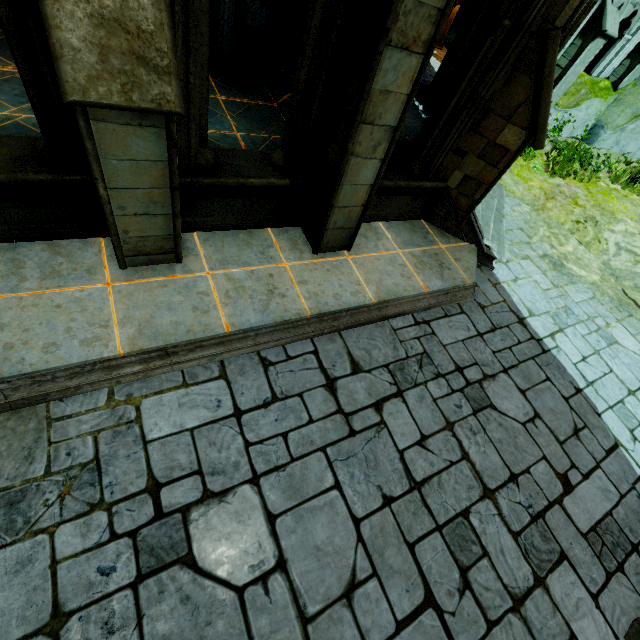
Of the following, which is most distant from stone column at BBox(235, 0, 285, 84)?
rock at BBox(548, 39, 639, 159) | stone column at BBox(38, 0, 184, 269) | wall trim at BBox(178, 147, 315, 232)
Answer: rock at BBox(548, 39, 639, 159)

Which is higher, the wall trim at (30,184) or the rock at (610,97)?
the rock at (610,97)

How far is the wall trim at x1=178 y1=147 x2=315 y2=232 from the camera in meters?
4.0 m

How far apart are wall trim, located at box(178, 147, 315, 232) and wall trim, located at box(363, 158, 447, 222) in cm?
55

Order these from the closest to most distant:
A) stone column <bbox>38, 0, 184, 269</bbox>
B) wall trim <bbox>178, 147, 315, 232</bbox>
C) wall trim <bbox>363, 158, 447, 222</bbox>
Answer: stone column <bbox>38, 0, 184, 269</bbox>, wall trim <bbox>178, 147, 315, 232</bbox>, wall trim <bbox>363, 158, 447, 222</bbox>

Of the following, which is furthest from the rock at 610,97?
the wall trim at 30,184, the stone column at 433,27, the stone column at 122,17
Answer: the wall trim at 30,184

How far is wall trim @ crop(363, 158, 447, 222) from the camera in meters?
5.4

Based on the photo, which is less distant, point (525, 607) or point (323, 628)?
point (323, 628)
